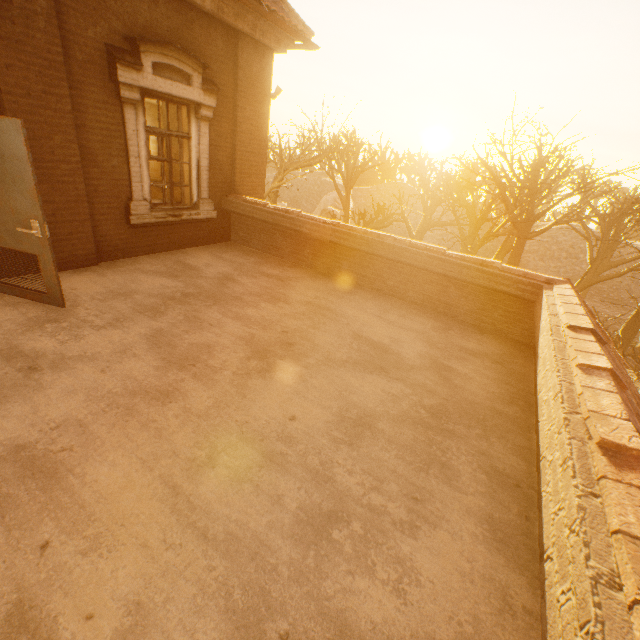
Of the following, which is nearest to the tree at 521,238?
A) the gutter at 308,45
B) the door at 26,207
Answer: the gutter at 308,45

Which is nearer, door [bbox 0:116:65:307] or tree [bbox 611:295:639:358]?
door [bbox 0:116:65:307]

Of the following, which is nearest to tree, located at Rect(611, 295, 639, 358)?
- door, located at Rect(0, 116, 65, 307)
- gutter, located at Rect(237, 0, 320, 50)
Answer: gutter, located at Rect(237, 0, 320, 50)

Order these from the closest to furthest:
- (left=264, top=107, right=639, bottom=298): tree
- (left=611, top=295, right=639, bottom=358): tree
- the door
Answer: the door
(left=611, top=295, right=639, bottom=358): tree
(left=264, top=107, right=639, bottom=298): tree

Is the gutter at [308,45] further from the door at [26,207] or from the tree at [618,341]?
the tree at [618,341]

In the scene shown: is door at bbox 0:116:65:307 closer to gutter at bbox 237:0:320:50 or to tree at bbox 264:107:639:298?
gutter at bbox 237:0:320:50

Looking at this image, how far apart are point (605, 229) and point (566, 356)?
22.0 meters

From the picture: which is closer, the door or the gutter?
the door
